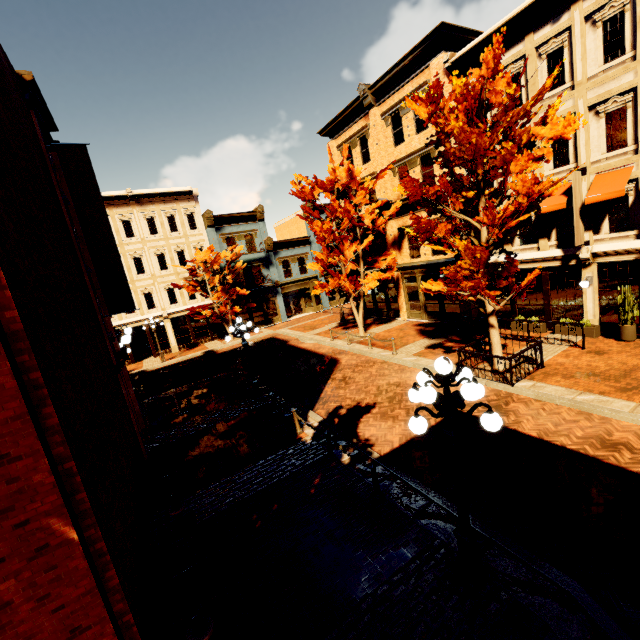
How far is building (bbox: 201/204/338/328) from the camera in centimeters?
2945cm

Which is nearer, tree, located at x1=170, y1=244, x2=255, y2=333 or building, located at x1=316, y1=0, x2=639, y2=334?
building, located at x1=316, y1=0, x2=639, y2=334

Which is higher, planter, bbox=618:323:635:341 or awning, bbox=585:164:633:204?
awning, bbox=585:164:633:204

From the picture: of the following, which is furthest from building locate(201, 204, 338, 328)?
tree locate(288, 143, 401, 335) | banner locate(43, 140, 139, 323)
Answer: banner locate(43, 140, 139, 323)

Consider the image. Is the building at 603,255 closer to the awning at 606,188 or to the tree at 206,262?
the awning at 606,188

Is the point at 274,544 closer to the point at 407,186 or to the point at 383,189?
the point at 407,186

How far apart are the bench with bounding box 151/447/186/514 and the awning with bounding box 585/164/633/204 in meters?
16.5

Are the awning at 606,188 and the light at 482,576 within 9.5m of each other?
no
